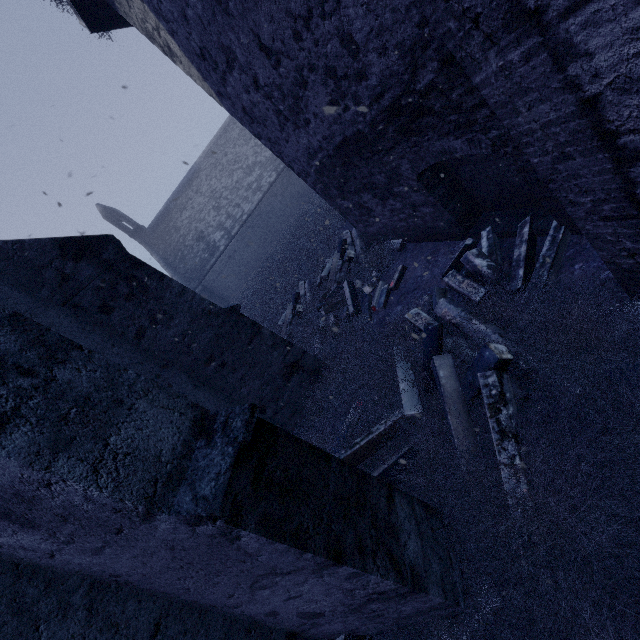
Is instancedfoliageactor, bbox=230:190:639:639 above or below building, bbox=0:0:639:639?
below

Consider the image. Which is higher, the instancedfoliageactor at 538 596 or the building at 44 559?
the building at 44 559

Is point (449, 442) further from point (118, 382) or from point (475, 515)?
point (118, 382)
